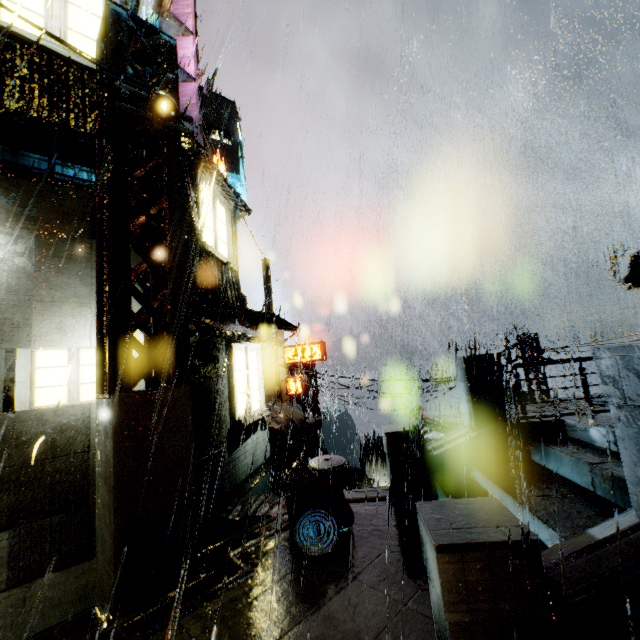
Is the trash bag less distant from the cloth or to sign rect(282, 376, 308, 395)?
the cloth

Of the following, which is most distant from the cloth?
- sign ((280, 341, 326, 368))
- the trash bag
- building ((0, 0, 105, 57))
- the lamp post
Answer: the lamp post

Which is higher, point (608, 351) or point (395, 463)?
point (608, 351)

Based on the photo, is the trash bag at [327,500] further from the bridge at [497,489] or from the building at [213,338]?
the building at [213,338]

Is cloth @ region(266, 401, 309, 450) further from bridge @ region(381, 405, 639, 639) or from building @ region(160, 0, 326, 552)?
bridge @ region(381, 405, 639, 639)

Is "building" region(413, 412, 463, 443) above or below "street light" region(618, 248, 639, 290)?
below

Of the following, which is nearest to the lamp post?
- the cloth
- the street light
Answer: the street light

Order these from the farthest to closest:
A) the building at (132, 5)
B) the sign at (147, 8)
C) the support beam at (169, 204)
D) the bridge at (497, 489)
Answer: the building at (132, 5)
the sign at (147, 8)
the support beam at (169, 204)
the bridge at (497, 489)
